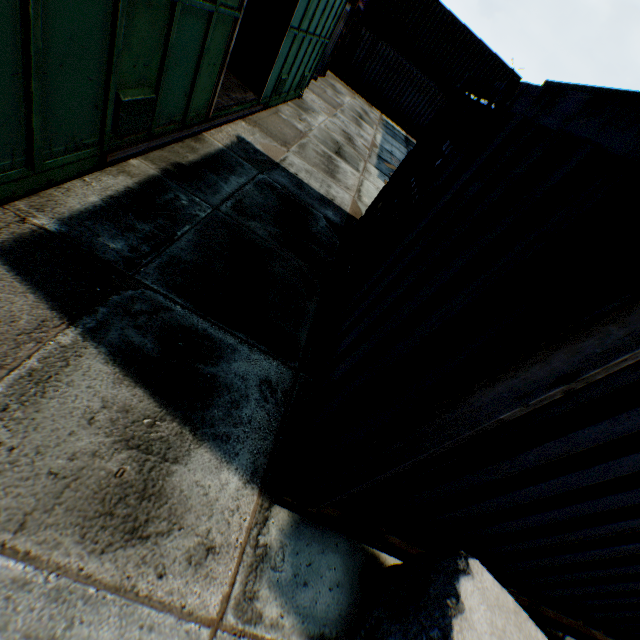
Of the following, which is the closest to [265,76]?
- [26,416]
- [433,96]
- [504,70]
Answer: [26,416]

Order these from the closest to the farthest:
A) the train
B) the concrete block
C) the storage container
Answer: the storage container → the concrete block → the train

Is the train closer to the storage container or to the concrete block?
the storage container

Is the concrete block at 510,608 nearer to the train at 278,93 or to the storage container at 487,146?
the storage container at 487,146

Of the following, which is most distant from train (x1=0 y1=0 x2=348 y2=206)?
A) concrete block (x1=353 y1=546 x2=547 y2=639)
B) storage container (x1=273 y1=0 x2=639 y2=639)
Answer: concrete block (x1=353 y1=546 x2=547 y2=639)

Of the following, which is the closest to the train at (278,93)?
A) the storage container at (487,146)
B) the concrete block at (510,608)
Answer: the storage container at (487,146)
